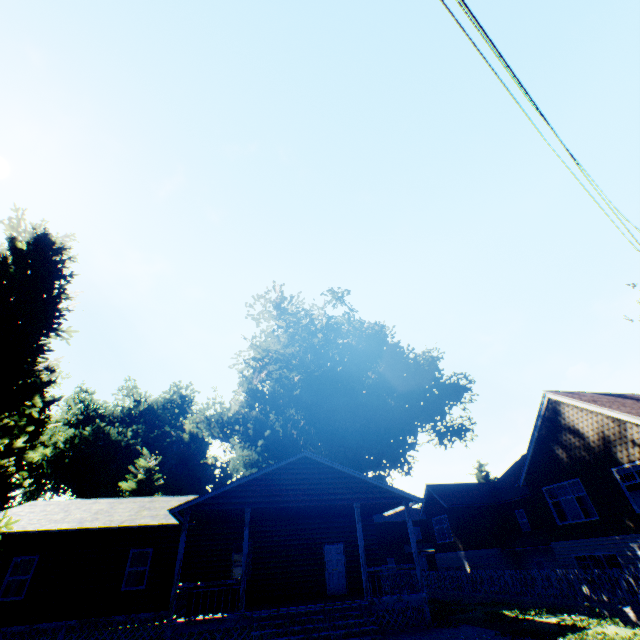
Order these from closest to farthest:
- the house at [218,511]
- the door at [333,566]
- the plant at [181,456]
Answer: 1. the plant at [181,456]
2. the house at [218,511]
3. the door at [333,566]

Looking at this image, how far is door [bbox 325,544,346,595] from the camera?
16.92m

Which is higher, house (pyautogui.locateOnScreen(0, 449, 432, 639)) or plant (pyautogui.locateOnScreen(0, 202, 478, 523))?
plant (pyautogui.locateOnScreen(0, 202, 478, 523))

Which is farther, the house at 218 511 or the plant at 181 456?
the house at 218 511

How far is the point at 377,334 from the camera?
39.44m

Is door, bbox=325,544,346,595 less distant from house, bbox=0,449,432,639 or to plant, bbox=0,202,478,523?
house, bbox=0,449,432,639

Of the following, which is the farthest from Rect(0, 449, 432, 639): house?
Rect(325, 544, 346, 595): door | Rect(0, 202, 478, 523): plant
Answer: Rect(0, 202, 478, 523): plant
